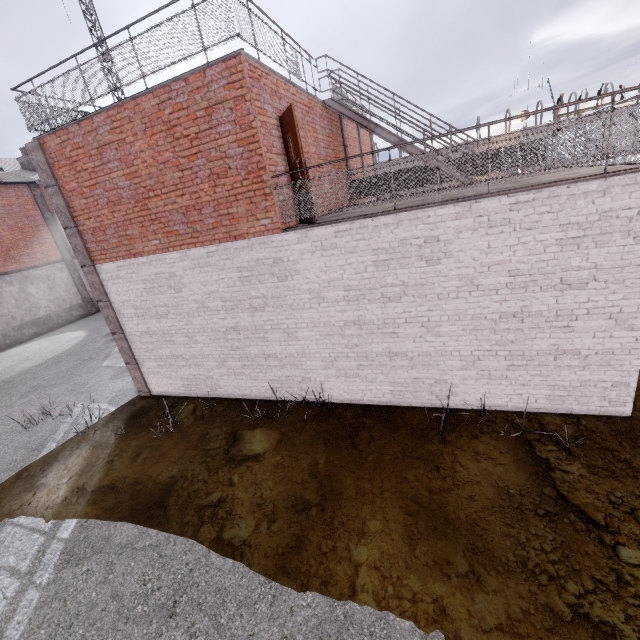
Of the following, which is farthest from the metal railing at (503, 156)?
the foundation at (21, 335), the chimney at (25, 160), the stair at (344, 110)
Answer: the chimney at (25, 160)

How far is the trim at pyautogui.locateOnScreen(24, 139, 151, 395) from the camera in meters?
7.7 m

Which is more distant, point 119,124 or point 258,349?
point 258,349

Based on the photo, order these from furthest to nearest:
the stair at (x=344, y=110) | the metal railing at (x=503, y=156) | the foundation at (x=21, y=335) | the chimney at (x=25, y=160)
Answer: the chimney at (x=25, y=160) < the foundation at (x=21, y=335) < the stair at (x=344, y=110) < the metal railing at (x=503, y=156)

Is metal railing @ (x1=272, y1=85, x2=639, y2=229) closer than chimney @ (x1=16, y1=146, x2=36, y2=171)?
Yes

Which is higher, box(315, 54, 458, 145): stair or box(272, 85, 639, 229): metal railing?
box(315, 54, 458, 145): stair

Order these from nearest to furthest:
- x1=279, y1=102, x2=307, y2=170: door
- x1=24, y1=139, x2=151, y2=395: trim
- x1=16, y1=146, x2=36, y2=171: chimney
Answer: x1=279, y1=102, x2=307, y2=170: door
x1=24, y1=139, x2=151, y2=395: trim
x1=16, y1=146, x2=36, y2=171: chimney

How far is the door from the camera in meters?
6.0
